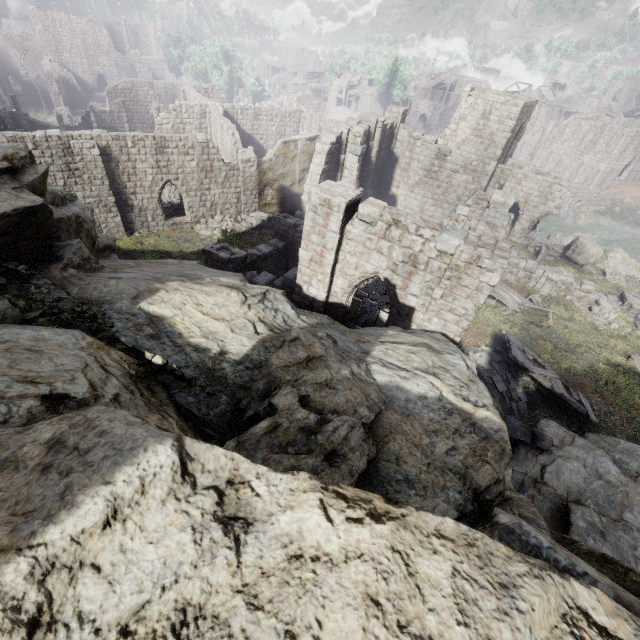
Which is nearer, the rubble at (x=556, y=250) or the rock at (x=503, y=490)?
the rock at (x=503, y=490)

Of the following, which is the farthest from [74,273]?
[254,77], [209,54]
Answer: [209,54]

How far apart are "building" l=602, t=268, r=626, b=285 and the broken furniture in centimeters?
810cm

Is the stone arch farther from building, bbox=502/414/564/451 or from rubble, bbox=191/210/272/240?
rubble, bbox=191/210/272/240

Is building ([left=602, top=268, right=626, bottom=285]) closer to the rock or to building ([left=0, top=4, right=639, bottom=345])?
building ([left=0, top=4, right=639, bottom=345])

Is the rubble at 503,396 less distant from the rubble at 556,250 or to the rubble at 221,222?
the rubble at 556,250

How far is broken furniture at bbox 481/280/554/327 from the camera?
18.9m

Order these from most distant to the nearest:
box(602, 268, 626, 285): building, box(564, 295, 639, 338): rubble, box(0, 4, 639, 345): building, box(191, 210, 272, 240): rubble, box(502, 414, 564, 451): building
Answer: box(191, 210, 272, 240): rubble
box(602, 268, 626, 285): building
box(564, 295, 639, 338): rubble
box(502, 414, 564, 451): building
box(0, 4, 639, 345): building
